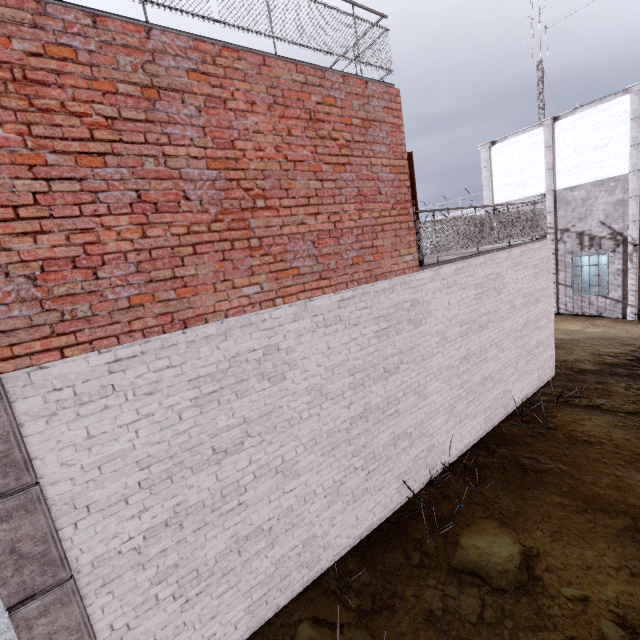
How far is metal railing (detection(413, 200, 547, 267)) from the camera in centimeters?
617cm

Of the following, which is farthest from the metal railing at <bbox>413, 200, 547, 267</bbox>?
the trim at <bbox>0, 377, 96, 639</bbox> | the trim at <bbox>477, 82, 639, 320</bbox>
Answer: the trim at <bbox>477, 82, 639, 320</bbox>

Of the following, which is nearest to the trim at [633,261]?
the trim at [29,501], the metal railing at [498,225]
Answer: the metal railing at [498,225]

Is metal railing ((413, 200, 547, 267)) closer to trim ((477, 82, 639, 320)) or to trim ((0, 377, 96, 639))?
trim ((0, 377, 96, 639))

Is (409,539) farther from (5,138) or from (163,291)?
(5,138)

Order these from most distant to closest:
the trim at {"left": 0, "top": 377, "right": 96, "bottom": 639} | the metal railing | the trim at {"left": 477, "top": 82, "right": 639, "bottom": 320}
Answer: the trim at {"left": 477, "top": 82, "right": 639, "bottom": 320}, the metal railing, the trim at {"left": 0, "top": 377, "right": 96, "bottom": 639}
